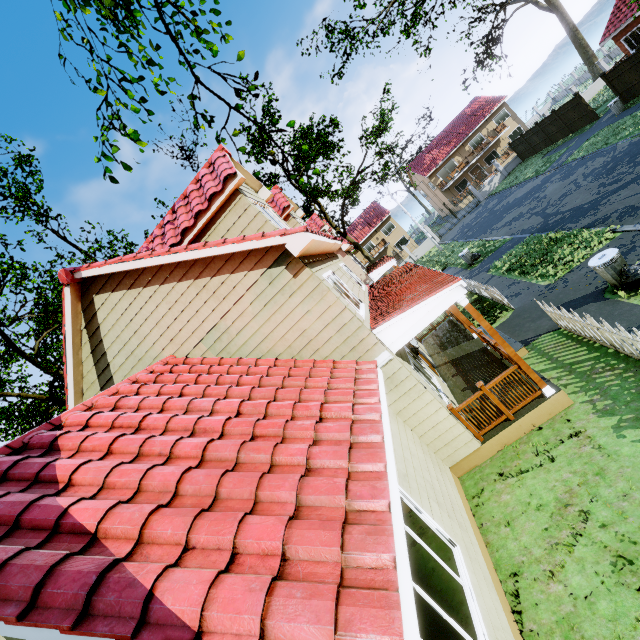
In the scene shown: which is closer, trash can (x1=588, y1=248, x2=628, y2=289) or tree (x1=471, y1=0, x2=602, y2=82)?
trash can (x1=588, y1=248, x2=628, y2=289)

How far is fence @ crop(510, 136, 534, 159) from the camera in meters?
32.6 m

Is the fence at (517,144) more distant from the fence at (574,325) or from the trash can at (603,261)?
the trash can at (603,261)

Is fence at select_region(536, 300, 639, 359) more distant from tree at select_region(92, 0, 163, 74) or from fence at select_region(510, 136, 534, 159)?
tree at select_region(92, 0, 163, 74)

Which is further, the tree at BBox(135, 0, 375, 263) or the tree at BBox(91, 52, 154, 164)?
the tree at BBox(135, 0, 375, 263)

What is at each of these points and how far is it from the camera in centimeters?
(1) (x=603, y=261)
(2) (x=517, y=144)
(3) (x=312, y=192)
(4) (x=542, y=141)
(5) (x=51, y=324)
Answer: (1) trash can, 798cm
(2) fence, 3359cm
(3) tree, 982cm
(4) fence, 3025cm
(5) tree, 2067cm

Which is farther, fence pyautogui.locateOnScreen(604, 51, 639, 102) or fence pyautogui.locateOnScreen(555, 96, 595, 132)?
fence pyautogui.locateOnScreen(555, 96, 595, 132)

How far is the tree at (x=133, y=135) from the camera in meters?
7.0
